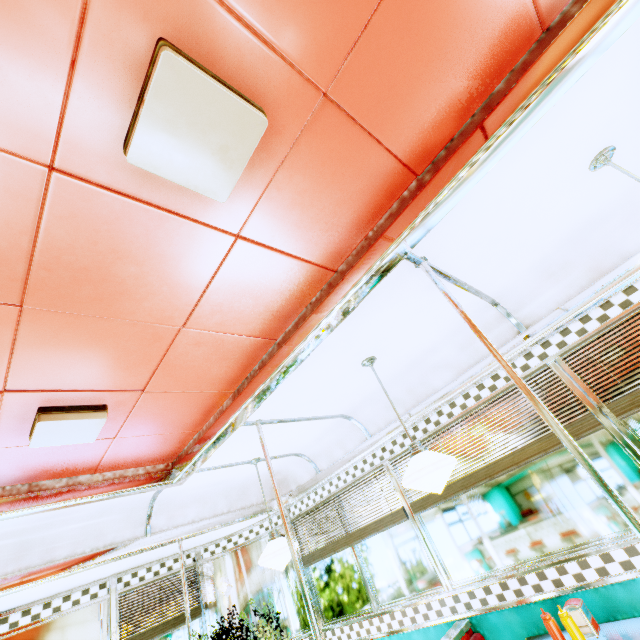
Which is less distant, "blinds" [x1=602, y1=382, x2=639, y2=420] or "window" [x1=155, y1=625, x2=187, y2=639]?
"blinds" [x1=602, y1=382, x2=639, y2=420]

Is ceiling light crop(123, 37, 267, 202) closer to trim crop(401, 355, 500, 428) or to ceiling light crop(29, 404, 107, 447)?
trim crop(401, 355, 500, 428)

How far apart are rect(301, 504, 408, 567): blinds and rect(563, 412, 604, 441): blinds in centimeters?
10cm

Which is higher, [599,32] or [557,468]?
[599,32]

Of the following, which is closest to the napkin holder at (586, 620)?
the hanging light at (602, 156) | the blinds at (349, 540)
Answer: the blinds at (349, 540)

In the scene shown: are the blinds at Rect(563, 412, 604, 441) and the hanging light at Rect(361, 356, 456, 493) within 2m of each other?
yes

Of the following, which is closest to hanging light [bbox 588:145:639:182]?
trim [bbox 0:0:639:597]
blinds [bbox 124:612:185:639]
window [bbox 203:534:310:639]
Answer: trim [bbox 0:0:639:597]

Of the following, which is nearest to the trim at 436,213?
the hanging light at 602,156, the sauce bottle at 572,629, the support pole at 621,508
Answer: the support pole at 621,508
